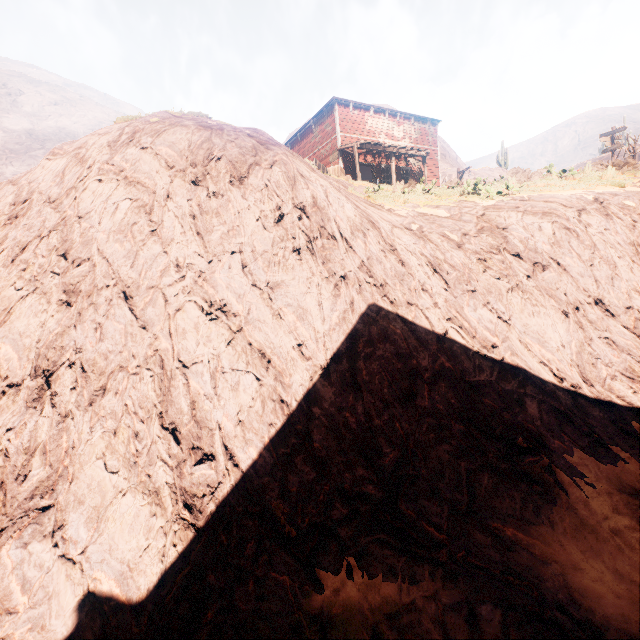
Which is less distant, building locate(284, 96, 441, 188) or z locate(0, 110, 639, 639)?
z locate(0, 110, 639, 639)

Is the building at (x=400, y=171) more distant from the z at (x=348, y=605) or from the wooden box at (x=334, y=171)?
the wooden box at (x=334, y=171)

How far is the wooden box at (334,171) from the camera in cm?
1508

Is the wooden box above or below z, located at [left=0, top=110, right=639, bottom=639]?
above

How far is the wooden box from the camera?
15.1m

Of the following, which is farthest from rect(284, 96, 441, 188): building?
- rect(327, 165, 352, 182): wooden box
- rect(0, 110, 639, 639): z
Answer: rect(327, 165, 352, 182): wooden box

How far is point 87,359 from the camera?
4.5 meters

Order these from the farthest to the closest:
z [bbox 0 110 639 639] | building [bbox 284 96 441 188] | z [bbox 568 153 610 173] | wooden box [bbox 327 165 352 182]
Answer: building [bbox 284 96 441 188] < wooden box [bbox 327 165 352 182] < z [bbox 568 153 610 173] < z [bbox 0 110 639 639]
